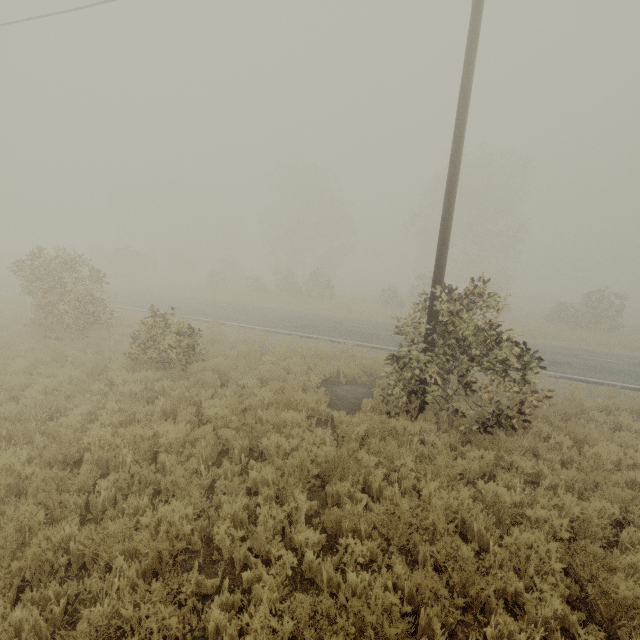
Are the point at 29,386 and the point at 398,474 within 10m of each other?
yes

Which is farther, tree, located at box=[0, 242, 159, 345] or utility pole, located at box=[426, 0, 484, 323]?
tree, located at box=[0, 242, 159, 345]

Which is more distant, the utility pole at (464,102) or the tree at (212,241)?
the tree at (212,241)

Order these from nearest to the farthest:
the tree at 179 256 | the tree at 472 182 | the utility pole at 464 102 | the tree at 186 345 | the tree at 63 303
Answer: the utility pole at 464 102
the tree at 472 182
the tree at 186 345
the tree at 63 303
the tree at 179 256

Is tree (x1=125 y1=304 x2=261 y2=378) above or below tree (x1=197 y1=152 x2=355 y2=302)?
below

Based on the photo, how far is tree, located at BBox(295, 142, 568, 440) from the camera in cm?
709

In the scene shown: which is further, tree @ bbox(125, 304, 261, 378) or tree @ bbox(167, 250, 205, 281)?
tree @ bbox(167, 250, 205, 281)
